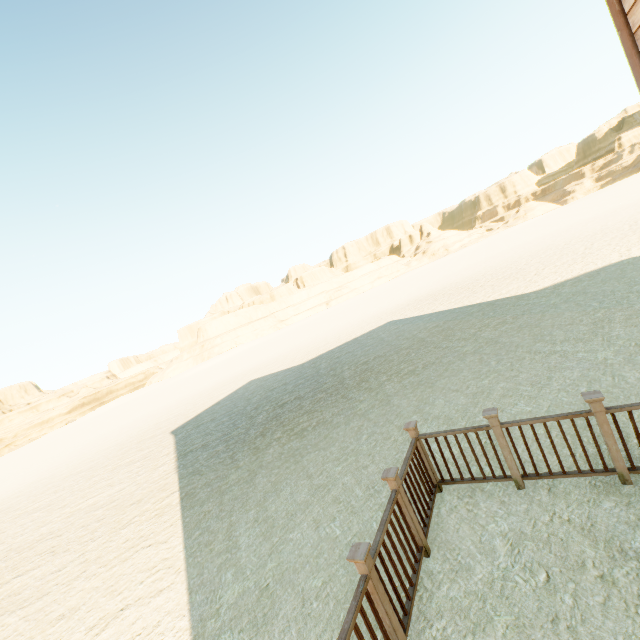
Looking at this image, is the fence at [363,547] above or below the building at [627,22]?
below

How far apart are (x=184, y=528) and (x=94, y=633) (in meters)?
1.90

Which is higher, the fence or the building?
the building
